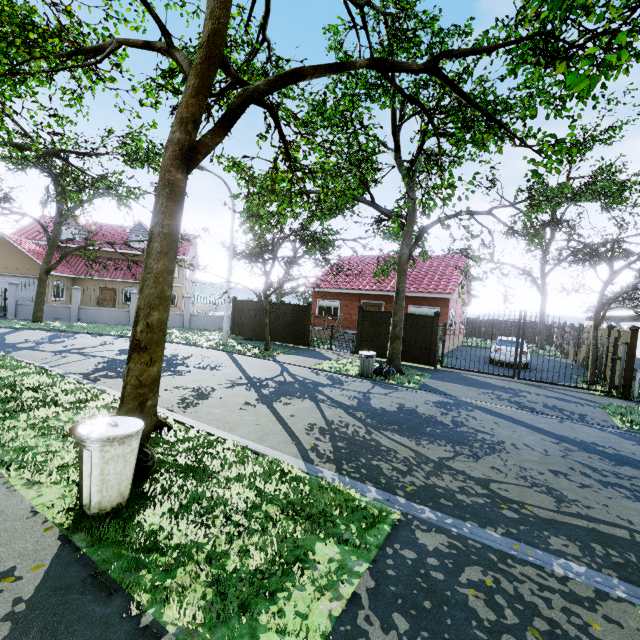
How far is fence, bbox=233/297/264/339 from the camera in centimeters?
2016cm

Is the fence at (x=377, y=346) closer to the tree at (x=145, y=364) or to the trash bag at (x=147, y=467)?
the tree at (x=145, y=364)

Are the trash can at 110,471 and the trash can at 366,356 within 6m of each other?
no

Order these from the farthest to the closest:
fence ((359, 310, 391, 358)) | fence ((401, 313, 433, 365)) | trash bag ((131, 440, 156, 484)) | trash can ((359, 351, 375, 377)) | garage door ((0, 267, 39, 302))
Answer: garage door ((0, 267, 39, 302)), fence ((359, 310, 391, 358)), fence ((401, 313, 433, 365)), trash can ((359, 351, 375, 377)), trash bag ((131, 440, 156, 484))

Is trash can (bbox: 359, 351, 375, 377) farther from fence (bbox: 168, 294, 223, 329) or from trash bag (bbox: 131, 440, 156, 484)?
trash bag (bbox: 131, 440, 156, 484)

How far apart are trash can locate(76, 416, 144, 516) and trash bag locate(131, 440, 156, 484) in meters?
0.1

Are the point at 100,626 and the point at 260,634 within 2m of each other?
yes

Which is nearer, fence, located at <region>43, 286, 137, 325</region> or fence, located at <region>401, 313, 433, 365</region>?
fence, located at <region>401, 313, 433, 365</region>
